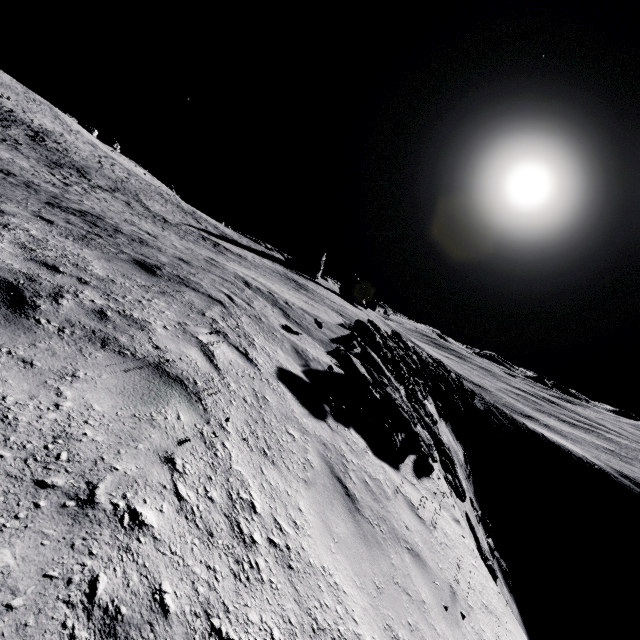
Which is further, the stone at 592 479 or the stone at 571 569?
the stone at 592 479

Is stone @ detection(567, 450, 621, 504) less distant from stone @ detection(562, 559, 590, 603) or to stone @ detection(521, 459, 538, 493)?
stone @ detection(562, 559, 590, 603)

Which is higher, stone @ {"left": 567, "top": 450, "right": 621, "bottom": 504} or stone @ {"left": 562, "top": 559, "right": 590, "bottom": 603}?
stone @ {"left": 567, "top": 450, "right": 621, "bottom": 504}

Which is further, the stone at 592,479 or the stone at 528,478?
the stone at 592,479

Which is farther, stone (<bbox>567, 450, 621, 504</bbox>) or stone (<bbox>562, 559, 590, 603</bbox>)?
stone (<bbox>567, 450, 621, 504</bbox>)

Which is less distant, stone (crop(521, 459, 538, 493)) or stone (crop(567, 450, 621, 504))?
stone (crop(521, 459, 538, 493))

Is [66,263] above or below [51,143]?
below

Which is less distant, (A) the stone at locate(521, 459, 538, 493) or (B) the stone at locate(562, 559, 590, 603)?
(B) the stone at locate(562, 559, 590, 603)
